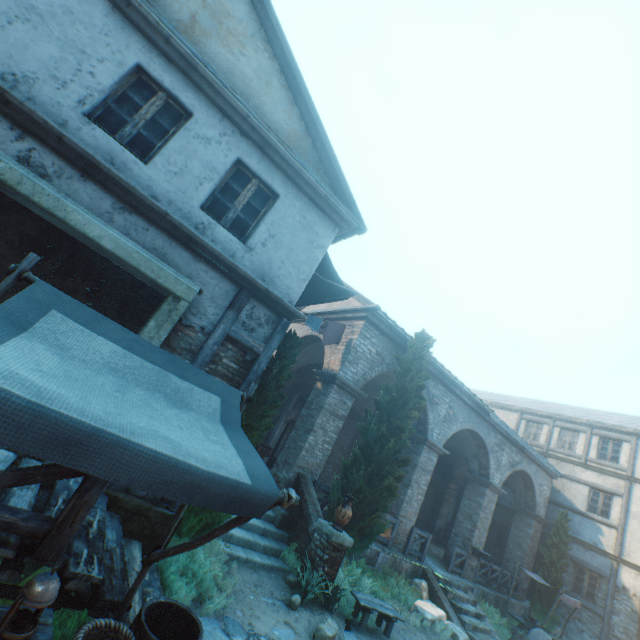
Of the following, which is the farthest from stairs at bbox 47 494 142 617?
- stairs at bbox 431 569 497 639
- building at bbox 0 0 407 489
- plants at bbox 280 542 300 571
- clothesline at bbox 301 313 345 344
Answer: stairs at bbox 431 569 497 639

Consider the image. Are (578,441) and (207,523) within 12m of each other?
no

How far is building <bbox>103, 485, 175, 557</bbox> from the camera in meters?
4.8

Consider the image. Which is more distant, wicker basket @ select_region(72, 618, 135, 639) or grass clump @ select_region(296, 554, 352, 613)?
grass clump @ select_region(296, 554, 352, 613)

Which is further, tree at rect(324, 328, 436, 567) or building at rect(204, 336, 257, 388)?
tree at rect(324, 328, 436, 567)

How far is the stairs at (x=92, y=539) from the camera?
3.1 meters

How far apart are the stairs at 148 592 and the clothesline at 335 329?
5.7 meters

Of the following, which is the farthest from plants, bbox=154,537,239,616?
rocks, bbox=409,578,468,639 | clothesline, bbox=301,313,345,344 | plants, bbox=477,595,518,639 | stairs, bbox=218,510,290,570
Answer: plants, bbox=477,595,518,639
